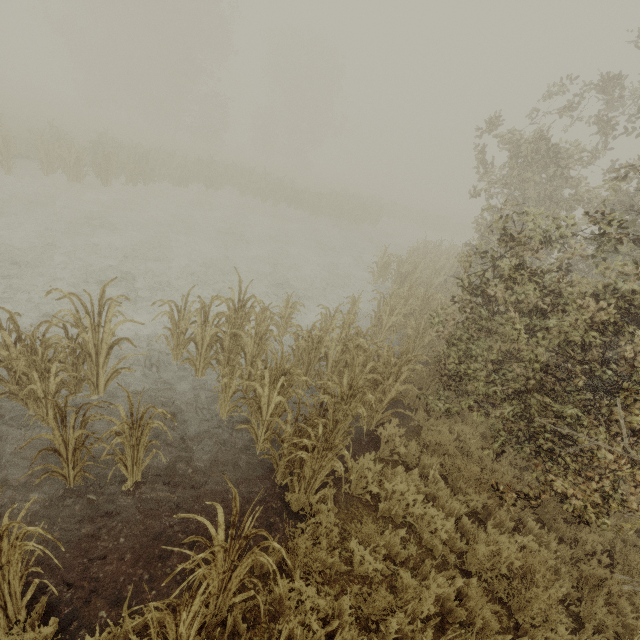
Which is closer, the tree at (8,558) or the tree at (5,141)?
the tree at (8,558)

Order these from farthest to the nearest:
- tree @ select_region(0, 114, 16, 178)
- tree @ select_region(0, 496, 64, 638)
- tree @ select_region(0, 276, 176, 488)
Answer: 1. tree @ select_region(0, 114, 16, 178)
2. tree @ select_region(0, 276, 176, 488)
3. tree @ select_region(0, 496, 64, 638)

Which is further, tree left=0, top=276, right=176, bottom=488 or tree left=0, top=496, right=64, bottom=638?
tree left=0, top=276, right=176, bottom=488

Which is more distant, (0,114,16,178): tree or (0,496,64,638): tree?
(0,114,16,178): tree

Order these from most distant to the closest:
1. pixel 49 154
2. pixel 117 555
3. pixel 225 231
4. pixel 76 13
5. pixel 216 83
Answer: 1. pixel 76 13
2. pixel 216 83
3. pixel 225 231
4. pixel 49 154
5. pixel 117 555

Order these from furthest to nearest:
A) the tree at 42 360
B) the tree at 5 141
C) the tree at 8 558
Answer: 1. the tree at 5 141
2. the tree at 42 360
3. the tree at 8 558
